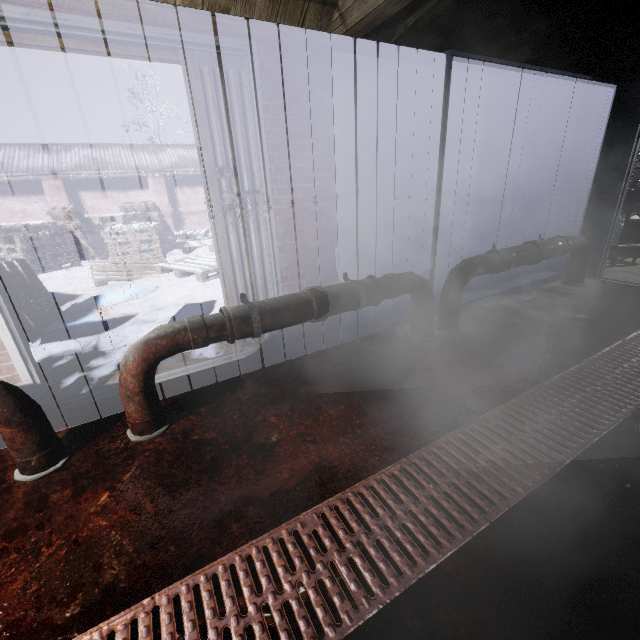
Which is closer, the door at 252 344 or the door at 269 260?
the door at 269 260

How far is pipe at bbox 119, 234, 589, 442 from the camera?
A: 1.60m

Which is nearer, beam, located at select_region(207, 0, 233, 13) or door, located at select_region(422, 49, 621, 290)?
beam, located at select_region(207, 0, 233, 13)

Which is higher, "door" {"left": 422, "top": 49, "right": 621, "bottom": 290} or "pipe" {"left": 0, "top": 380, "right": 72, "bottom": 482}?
"door" {"left": 422, "top": 49, "right": 621, "bottom": 290}

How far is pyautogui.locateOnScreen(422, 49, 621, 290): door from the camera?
2.24m

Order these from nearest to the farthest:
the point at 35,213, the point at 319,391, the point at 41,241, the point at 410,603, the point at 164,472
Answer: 1. the point at 410,603
2. the point at 164,472
3. the point at 319,391
4. the point at 41,241
5. the point at 35,213

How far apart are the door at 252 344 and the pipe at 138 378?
0.4 meters

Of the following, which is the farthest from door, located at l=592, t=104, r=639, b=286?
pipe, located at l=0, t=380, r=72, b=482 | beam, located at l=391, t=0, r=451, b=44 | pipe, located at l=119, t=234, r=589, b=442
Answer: pipe, located at l=0, t=380, r=72, b=482
